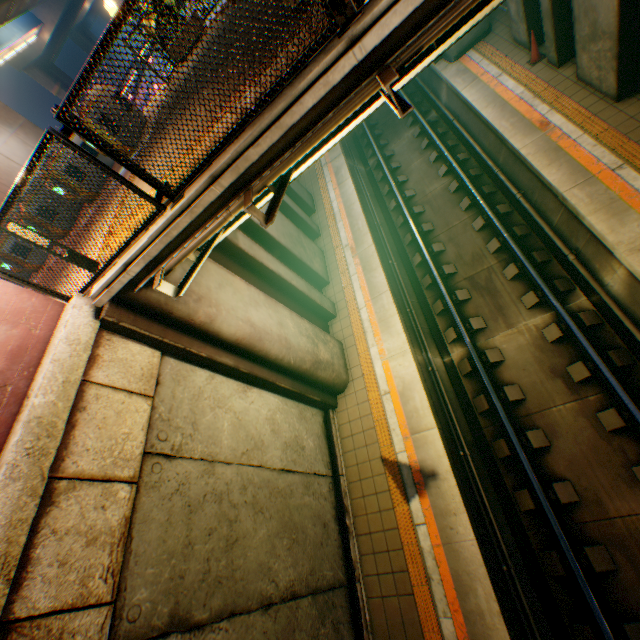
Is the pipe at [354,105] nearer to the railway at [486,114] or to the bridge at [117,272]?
the bridge at [117,272]

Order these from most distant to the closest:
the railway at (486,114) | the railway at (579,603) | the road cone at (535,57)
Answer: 1. the road cone at (535,57)
2. the railway at (486,114)
3. the railway at (579,603)

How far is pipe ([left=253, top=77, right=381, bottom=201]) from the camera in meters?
3.4 m

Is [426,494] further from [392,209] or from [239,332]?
[392,209]

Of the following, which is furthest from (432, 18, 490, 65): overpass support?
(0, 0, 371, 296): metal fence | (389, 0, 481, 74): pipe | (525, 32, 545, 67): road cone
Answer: (525, 32, 545, 67): road cone

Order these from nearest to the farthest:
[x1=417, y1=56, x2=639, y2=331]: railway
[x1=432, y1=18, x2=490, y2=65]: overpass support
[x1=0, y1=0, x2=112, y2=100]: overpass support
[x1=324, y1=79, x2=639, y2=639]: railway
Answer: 1. [x1=324, y1=79, x2=639, y2=639]: railway
2. [x1=417, y1=56, x2=639, y2=331]: railway
3. [x1=432, y1=18, x2=490, y2=65]: overpass support
4. [x1=0, y1=0, x2=112, y2=100]: overpass support

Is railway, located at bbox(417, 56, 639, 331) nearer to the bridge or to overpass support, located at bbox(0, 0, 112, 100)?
overpass support, located at bbox(0, 0, 112, 100)
